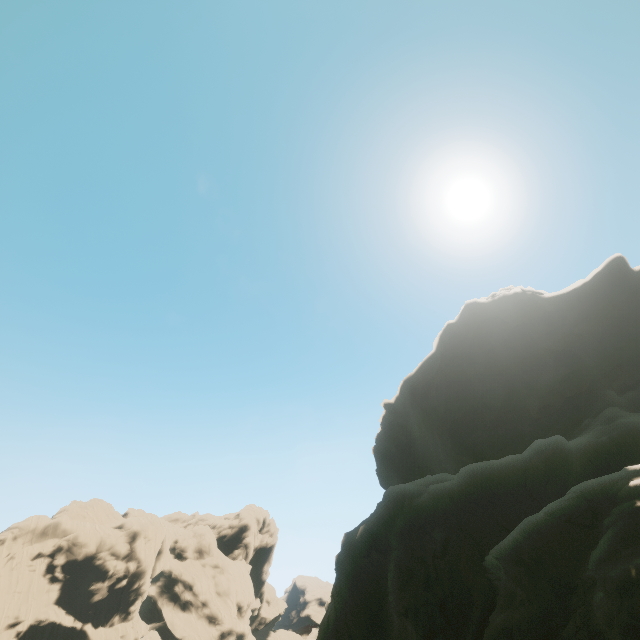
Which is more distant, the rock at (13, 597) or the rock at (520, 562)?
the rock at (13, 597)

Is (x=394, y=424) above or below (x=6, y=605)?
above

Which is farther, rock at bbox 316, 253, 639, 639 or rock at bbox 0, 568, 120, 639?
rock at bbox 0, 568, 120, 639
